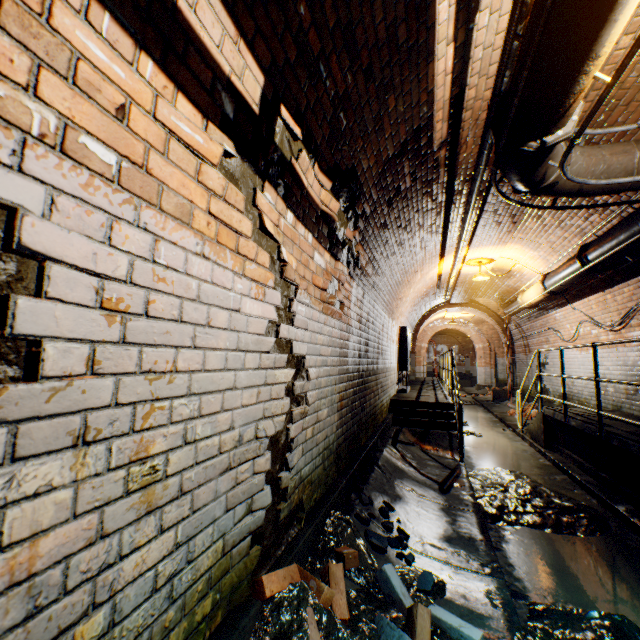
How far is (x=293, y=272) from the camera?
2.1 meters

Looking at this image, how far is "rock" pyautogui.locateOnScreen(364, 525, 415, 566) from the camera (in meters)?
2.46

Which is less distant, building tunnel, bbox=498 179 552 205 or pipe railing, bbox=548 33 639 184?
pipe railing, bbox=548 33 639 184

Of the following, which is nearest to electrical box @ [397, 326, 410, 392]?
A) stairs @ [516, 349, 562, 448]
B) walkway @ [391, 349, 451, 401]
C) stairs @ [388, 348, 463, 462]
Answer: walkway @ [391, 349, 451, 401]

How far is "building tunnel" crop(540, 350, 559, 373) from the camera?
9.6m

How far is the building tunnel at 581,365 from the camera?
7.7 meters

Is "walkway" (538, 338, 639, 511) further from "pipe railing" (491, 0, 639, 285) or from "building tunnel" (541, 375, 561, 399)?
"pipe railing" (491, 0, 639, 285)

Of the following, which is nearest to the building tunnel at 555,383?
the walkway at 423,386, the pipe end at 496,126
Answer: the walkway at 423,386
